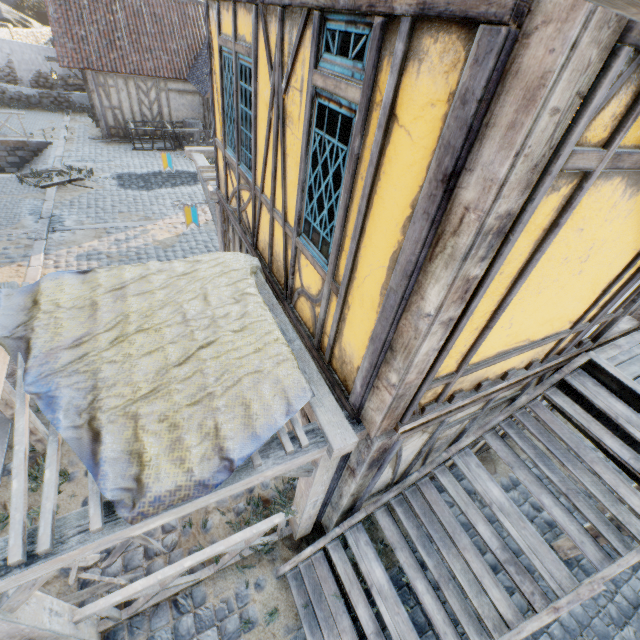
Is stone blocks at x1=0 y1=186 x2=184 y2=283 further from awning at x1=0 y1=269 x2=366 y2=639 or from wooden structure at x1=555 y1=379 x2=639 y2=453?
wooden structure at x1=555 y1=379 x2=639 y2=453

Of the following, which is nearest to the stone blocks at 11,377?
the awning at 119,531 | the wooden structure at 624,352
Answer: the awning at 119,531

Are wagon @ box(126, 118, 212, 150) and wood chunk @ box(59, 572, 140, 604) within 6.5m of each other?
no

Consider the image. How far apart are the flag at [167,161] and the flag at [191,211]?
3.3m

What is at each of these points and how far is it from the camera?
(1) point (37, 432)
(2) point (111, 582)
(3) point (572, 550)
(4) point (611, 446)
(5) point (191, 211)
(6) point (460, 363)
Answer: (1) street light, 4.87m
(2) wood chunk, 4.16m
(3) wooden structure, 4.97m
(4) stairs, 3.68m
(5) flag, 6.58m
(6) building, 2.70m

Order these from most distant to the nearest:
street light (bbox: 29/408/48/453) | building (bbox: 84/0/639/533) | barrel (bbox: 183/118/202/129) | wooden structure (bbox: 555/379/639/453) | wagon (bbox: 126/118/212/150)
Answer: barrel (bbox: 183/118/202/129), wagon (bbox: 126/118/212/150), street light (bbox: 29/408/48/453), wooden structure (bbox: 555/379/639/453), building (bbox: 84/0/639/533)

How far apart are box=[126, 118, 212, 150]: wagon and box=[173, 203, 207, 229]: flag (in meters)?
12.75

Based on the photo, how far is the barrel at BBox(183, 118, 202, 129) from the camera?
17.1 meters
